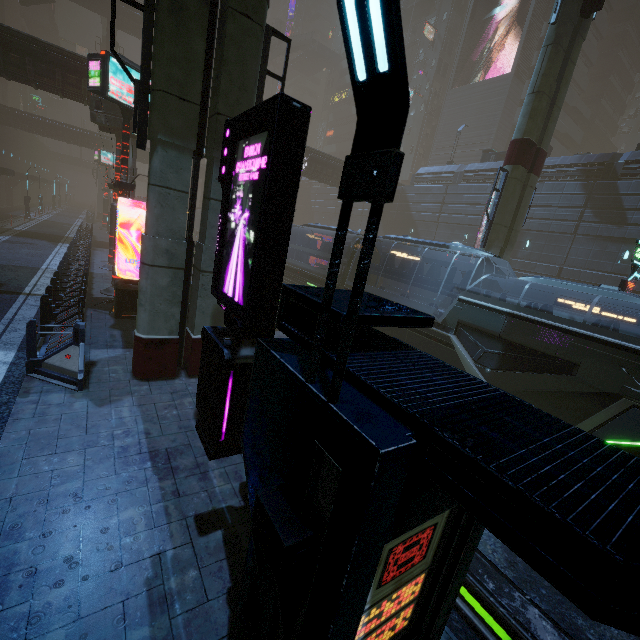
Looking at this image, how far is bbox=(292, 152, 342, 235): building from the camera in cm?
3127

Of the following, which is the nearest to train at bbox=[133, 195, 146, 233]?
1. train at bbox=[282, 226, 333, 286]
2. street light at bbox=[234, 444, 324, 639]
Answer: train at bbox=[282, 226, 333, 286]

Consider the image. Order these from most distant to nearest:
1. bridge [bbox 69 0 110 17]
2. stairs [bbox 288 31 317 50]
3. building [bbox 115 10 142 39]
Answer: stairs [bbox 288 31 317 50]
building [bbox 115 10 142 39]
bridge [bbox 69 0 110 17]

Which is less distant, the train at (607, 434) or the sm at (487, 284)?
the train at (607, 434)

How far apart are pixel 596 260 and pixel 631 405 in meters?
19.3

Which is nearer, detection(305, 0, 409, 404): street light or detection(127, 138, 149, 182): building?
detection(305, 0, 409, 404): street light

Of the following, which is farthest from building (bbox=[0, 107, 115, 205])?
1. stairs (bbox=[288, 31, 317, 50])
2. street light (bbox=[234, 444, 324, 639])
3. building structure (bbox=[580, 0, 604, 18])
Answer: building structure (bbox=[580, 0, 604, 18])

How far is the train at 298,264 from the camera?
19.25m
